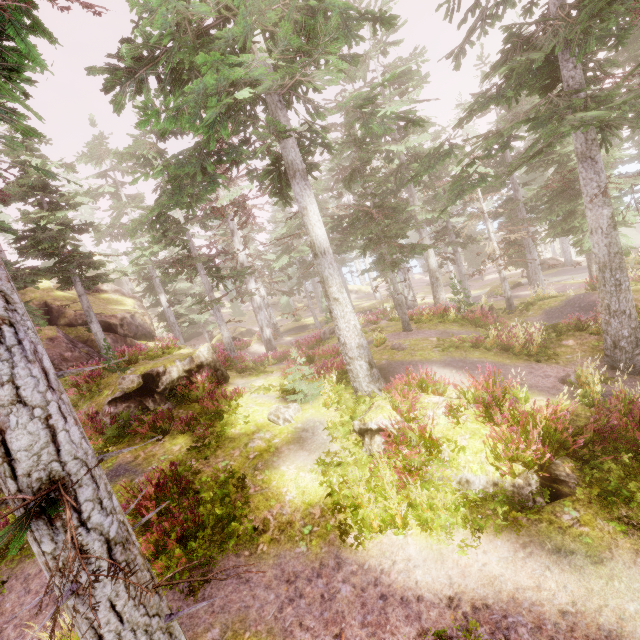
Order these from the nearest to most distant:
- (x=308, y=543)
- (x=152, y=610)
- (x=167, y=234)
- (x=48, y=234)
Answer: (x=152, y=610) < (x=308, y=543) < (x=48, y=234) < (x=167, y=234)

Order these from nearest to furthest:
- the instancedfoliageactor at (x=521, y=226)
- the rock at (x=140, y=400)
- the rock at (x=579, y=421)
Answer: the instancedfoliageactor at (x=521, y=226)
the rock at (x=579, y=421)
the rock at (x=140, y=400)

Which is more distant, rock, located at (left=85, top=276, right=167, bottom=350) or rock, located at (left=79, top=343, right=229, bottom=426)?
rock, located at (left=85, top=276, right=167, bottom=350)

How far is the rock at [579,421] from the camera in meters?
7.4

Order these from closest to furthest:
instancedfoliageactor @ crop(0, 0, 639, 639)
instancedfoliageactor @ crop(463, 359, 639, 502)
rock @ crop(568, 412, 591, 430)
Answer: instancedfoliageactor @ crop(0, 0, 639, 639), instancedfoliageactor @ crop(463, 359, 639, 502), rock @ crop(568, 412, 591, 430)

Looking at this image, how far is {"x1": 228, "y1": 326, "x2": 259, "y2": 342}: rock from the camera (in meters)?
34.07

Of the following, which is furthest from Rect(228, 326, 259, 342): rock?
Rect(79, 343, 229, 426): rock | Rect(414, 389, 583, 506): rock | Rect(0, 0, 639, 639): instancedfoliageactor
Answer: Rect(414, 389, 583, 506): rock

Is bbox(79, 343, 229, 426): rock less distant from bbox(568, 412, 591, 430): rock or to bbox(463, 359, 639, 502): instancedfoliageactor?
bbox(463, 359, 639, 502): instancedfoliageactor
